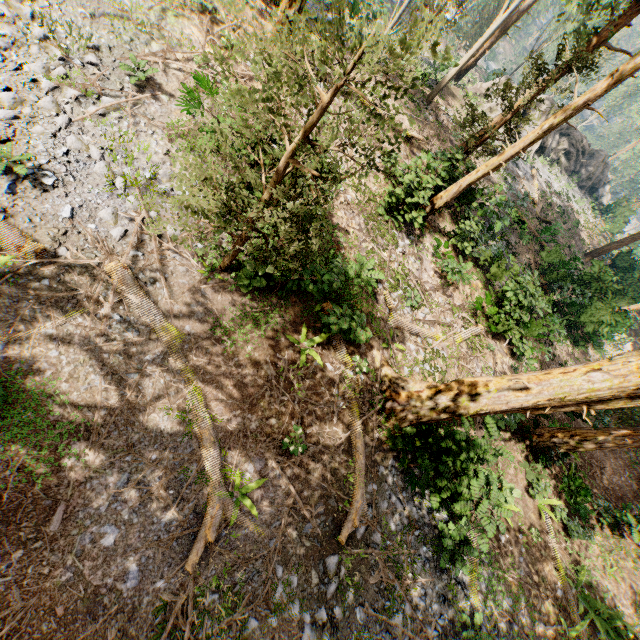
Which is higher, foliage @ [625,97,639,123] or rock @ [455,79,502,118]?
foliage @ [625,97,639,123]

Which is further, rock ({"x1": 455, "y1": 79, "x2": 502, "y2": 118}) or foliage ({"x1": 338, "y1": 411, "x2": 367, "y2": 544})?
rock ({"x1": 455, "y1": 79, "x2": 502, "y2": 118})

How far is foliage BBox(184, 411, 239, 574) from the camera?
6.34m

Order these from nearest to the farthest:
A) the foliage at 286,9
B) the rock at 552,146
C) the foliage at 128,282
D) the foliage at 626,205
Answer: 1. the foliage at 286,9
2. the foliage at 128,282
3. the rock at 552,146
4. the foliage at 626,205

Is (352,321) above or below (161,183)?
above

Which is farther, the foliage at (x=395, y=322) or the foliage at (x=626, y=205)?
the foliage at (x=626, y=205)

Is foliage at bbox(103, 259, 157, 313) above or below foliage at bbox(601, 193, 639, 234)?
below

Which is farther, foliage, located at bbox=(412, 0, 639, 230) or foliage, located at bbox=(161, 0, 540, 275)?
foliage, located at bbox=(412, 0, 639, 230)
